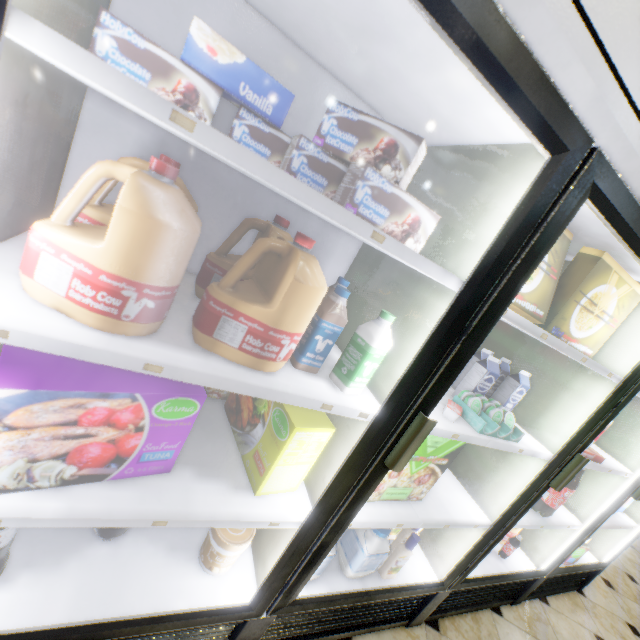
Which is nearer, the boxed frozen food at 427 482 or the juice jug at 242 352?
the juice jug at 242 352

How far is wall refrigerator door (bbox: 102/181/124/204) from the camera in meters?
1.0

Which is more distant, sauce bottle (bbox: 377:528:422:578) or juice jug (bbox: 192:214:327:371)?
sauce bottle (bbox: 377:528:422:578)

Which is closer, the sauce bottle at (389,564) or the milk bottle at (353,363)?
the milk bottle at (353,363)

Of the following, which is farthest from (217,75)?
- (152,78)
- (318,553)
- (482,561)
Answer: (482,561)

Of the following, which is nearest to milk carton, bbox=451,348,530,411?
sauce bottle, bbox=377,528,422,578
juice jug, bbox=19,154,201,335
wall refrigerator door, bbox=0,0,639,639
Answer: wall refrigerator door, bbox=0,0,639,639

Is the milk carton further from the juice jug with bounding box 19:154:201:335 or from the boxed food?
the juice jug with bounding box 19:154:201:335

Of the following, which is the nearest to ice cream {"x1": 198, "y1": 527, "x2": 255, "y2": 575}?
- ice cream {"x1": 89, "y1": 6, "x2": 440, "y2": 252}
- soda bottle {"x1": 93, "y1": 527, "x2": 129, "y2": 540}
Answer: soda bottle {"x1": 93, "y1": 527, "x2": 129, "y2": 540}
